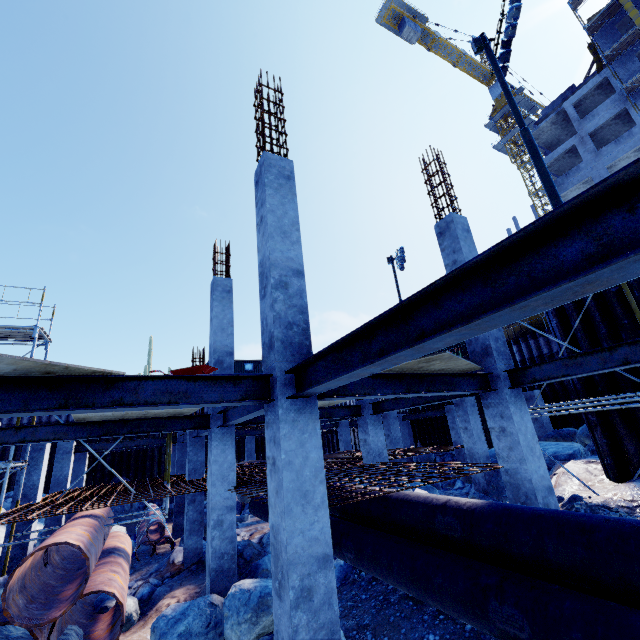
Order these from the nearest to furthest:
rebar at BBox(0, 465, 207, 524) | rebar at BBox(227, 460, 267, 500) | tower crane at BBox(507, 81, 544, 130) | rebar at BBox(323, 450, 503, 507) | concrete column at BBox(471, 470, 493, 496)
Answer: rebar at BBox(323, 450, 503, 507) < rebar at BBox(227, 460, 267, 500) < rebar at BBox(0, 465, 207, 524) < concrete column at BBox(471, 470, 493, 496) < tower crane at BBox(507, 81, 544, 130)

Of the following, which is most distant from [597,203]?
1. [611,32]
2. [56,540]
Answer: [611,32]

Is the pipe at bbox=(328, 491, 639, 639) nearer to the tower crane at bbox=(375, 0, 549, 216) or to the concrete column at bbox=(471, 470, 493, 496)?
the concrete column at bbox=(471, 470, 493, 496)

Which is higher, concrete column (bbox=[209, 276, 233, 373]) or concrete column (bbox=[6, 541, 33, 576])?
concrete column (bbox=[209, 276, 233, 373])

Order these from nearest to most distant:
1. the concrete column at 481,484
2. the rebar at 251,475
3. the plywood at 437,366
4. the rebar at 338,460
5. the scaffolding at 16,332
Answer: the plywood at 437,366 < the rebar at 338,460 < the rebar at 251,475 < the scaffolding at 16,332 < the concrete column at 481,484

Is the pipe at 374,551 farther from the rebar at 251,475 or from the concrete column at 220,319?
the concrete column at 220,319

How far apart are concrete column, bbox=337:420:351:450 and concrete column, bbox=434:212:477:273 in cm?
1502

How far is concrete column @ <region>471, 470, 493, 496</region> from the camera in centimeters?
1211cm
